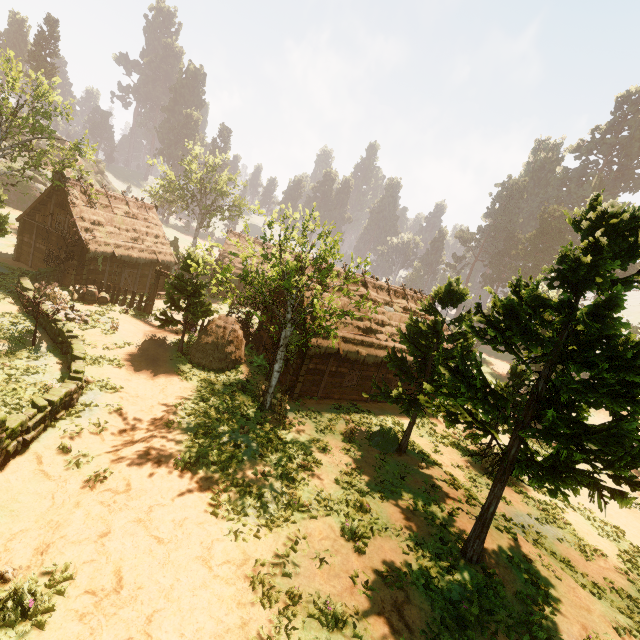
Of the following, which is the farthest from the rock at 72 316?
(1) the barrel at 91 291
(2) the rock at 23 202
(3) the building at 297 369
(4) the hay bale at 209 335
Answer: (2) the rock at 23 202

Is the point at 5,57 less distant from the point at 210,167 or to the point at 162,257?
the point at 162,257

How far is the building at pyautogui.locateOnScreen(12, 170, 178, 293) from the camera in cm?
2406

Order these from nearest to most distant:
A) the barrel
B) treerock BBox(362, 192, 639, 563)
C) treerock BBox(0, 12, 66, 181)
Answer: treerock BBox(362, 192, 639, 563)
treerock BBox(0, 12, 66, 181)
the barrel

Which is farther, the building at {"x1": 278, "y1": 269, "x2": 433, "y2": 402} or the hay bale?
the hay bale

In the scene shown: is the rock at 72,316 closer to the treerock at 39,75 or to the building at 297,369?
the treerock at 39,75

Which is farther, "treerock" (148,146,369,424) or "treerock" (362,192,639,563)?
"treerock" (148,146,369,424)
